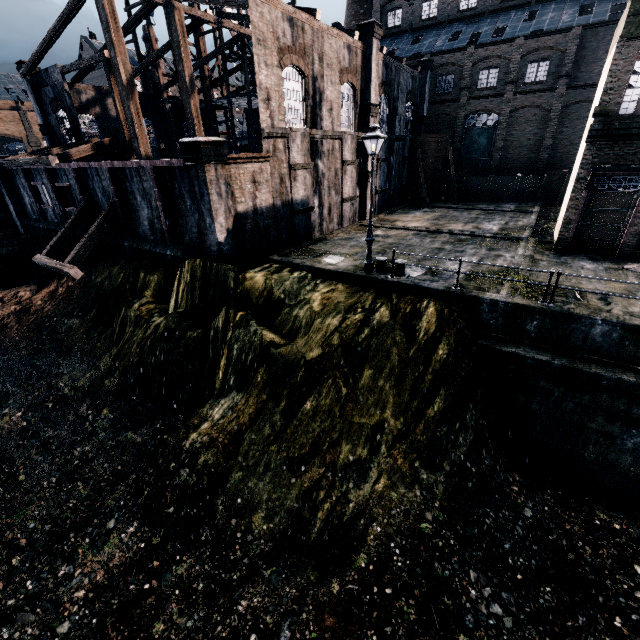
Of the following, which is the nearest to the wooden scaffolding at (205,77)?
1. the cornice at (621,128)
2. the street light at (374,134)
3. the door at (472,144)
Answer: the door at (472,144)

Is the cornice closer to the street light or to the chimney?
the street light

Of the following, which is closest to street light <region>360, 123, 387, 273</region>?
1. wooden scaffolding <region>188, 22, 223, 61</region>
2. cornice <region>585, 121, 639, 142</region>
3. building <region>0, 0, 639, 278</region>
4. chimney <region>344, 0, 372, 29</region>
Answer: building <region>0, 0, 639, 278</region>

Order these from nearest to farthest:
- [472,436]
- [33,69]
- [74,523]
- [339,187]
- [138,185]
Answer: [74,523] < [472,436] < [138,185] < [339,187] < [33,69]

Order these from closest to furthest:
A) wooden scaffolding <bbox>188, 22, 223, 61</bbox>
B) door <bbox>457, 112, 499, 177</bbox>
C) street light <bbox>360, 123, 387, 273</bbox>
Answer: street light <bbox>360, 123, 387, 273</bbox> < wooden scaffolding <bbox>188, 22, 223, 61</bbox> < door <bbox>457, 112, 499, 177</bbox>

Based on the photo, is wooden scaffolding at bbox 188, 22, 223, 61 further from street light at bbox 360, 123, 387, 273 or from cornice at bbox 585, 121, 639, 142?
cornice at bbox 585, 121, 639, 142

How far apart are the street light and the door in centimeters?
3207cm

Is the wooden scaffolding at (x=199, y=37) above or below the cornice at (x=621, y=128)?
above
